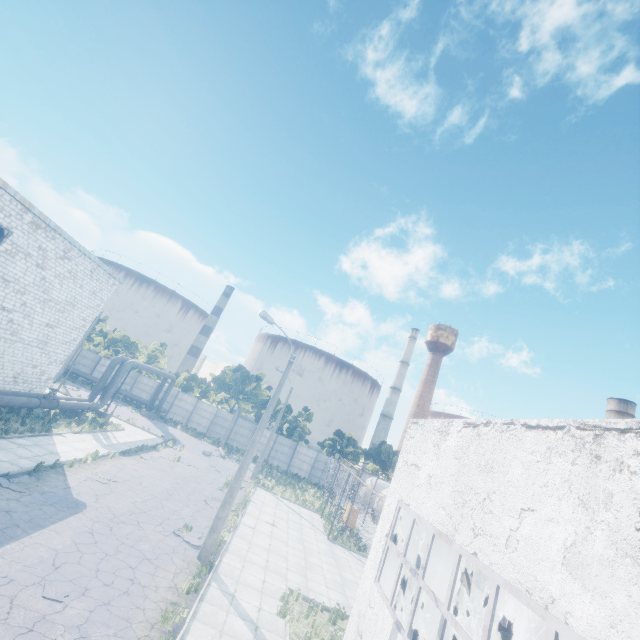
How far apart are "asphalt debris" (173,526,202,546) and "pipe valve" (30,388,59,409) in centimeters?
1289cm

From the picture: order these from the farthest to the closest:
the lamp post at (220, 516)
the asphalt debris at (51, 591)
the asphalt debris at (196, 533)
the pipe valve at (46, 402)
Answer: the pipe valve at (46, 402) < the asphalt debris at (196, 533) < the lamp post at (220, 516) < the asphalt debris at (51, 591)

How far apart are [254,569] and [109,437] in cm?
1580

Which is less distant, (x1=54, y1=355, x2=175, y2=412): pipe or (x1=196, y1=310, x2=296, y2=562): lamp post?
(x1=196, y1=310, x2=296, y2=562): lamp post

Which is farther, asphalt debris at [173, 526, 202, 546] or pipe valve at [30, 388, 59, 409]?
pipe valve at [30, 388, 59, 409]

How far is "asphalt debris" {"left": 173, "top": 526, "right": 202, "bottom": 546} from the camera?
13.4m

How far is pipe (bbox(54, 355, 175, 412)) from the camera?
23.3m

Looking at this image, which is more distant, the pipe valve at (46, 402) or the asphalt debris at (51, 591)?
the pipe valve at (46, 402)
